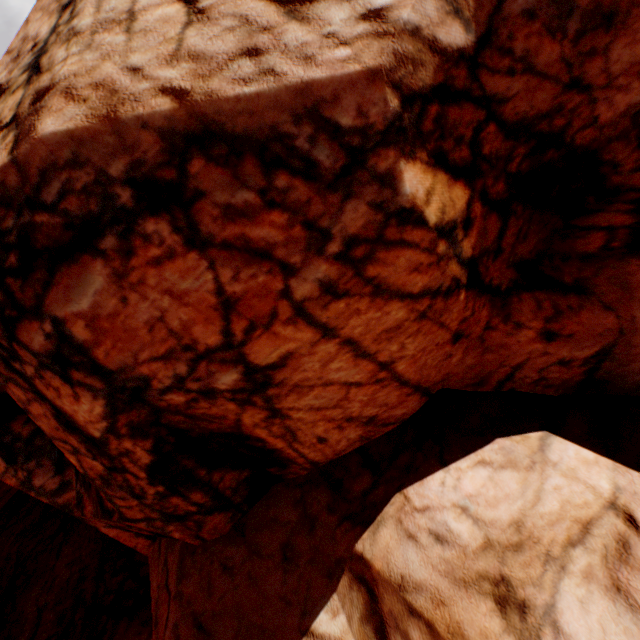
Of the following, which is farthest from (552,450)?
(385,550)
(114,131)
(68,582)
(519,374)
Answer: (68,582)
